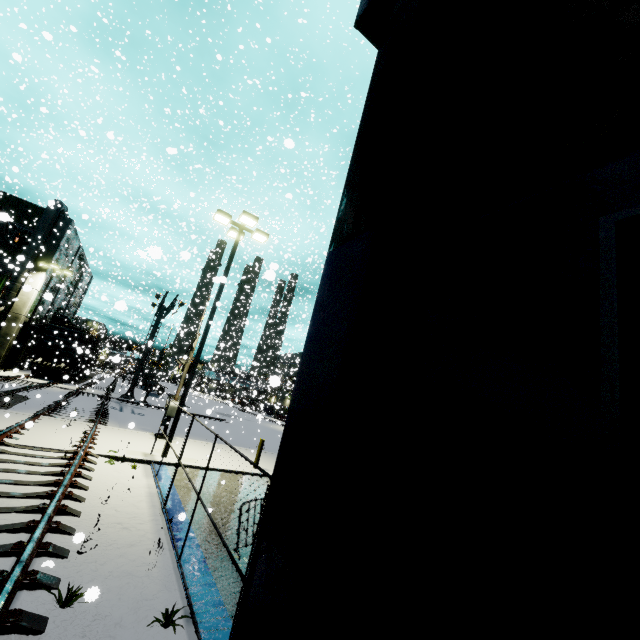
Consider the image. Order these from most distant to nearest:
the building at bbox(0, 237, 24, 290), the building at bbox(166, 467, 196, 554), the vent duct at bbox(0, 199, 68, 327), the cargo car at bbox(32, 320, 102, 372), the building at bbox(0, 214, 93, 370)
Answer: the cargo car at bbox(32, 320, 102, 372)
the building at bbox(0, 214, 93, 370)
the vent duct at bbox(0, 199, 68, 327)
the building at bbox(0, 237, 24, 290)
the building at bbox(166, 467, 196, 554)

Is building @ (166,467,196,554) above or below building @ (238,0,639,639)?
below

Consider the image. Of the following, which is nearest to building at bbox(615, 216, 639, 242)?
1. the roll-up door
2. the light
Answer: the roll-up door

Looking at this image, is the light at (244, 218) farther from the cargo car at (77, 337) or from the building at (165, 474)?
the cargo car at (77, 337)

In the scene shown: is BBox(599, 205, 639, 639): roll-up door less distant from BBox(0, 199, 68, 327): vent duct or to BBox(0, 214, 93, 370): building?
BBox(0, 214, 93, 370): building

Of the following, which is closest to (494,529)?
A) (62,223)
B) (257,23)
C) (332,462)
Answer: (332,462)

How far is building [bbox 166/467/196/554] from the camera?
6.3m

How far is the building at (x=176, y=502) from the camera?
6.33m
